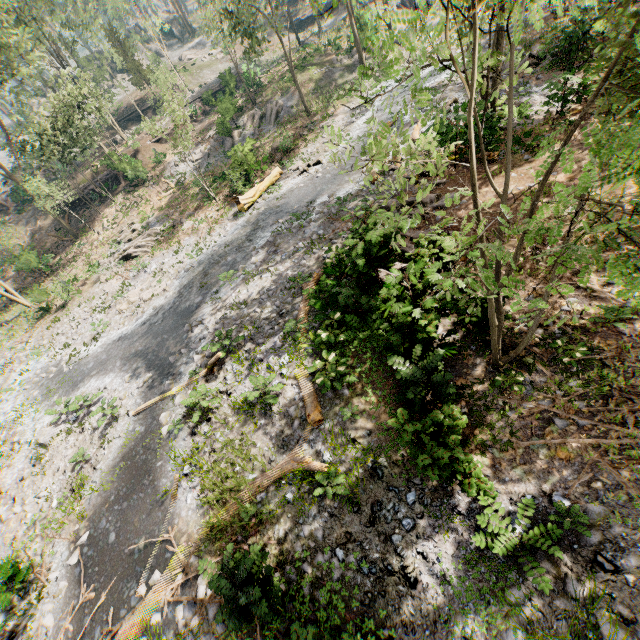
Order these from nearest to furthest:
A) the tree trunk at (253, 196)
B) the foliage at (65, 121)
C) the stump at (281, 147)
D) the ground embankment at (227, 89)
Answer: the tree trunk at (253, 196), the stump at (281, 147), the foliage at (65, 121), the ground embankment at (227, 89)

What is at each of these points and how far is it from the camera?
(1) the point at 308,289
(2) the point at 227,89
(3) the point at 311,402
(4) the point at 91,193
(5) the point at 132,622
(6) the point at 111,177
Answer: (1) foliage, 12.70m
(2) ground embankment, 30.22m
(3) foliage, 9.57m
(4) ground embankment, 33.72m
(5) foliage, 7.78m
(6) ground embankment, 34.25m

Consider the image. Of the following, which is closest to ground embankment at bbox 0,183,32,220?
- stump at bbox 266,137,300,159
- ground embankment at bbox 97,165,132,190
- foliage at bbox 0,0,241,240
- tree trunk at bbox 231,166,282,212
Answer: foliage at bbox 0,0,241,240

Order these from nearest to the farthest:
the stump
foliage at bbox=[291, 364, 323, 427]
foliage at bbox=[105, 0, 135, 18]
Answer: foliage at bbox=[291, 364, 323, 427], the stump, foliage at bbox=[105, 0, 135, 18]

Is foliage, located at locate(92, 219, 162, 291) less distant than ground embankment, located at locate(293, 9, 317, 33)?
Yes

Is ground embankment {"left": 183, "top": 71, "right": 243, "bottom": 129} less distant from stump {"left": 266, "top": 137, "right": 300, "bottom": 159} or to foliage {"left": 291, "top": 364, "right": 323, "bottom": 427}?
foliage {"left": 291, "top": 364, "right": 323, "bottom": 427}

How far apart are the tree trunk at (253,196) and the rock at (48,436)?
14.7m

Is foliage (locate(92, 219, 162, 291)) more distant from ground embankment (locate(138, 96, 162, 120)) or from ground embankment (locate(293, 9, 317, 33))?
ground embankment (locate(293, 9, 317, 33))
